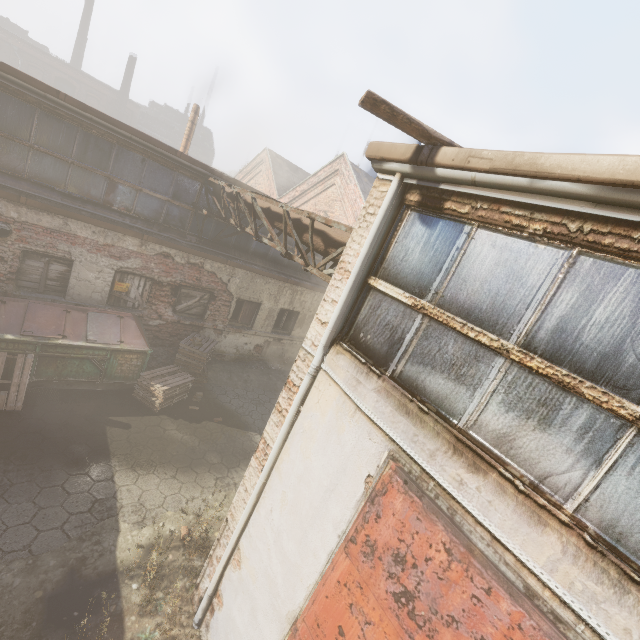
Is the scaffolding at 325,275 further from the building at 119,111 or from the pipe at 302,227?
the building at 119,111

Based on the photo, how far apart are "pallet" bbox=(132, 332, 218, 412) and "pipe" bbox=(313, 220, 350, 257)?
4.8m

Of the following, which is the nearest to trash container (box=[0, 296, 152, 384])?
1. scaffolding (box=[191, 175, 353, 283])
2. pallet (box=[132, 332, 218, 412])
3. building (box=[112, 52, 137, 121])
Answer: pallet (box=[132, 332, 218, 412])

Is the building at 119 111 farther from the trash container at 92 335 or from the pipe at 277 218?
the trash container at 92 335

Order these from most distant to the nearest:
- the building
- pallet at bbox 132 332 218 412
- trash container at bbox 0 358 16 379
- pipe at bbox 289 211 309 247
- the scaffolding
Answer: the building, pallet at bbox 132 332 218 412, trash container at bbox 0 358 16 379, pipe at bbox 289 211 309 247, the scaffolding

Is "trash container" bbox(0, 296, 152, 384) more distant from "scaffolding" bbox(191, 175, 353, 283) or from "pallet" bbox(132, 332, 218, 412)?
"scaffolding" bbox(191, 175, 353, 283)

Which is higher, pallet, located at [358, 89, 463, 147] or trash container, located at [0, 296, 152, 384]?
pallet, located at [358, 89, 463, 147]

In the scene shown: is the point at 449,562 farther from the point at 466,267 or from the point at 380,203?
the point at 380,203
